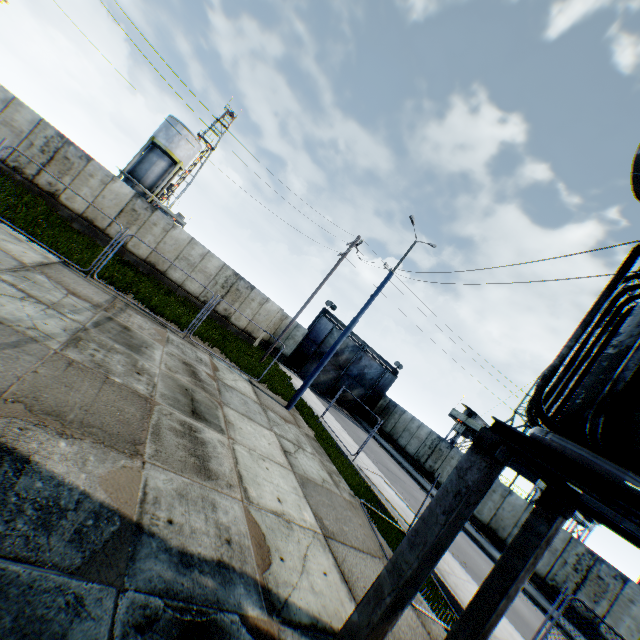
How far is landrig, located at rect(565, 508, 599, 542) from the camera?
29.27m

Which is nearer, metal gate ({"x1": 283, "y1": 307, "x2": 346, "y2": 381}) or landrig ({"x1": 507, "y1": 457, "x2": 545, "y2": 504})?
landrig ({"x1": 507, "y1": 457, "x2": 545, "y2": 504})

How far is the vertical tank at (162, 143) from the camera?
32.5m

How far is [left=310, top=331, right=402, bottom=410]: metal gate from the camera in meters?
29.5 m

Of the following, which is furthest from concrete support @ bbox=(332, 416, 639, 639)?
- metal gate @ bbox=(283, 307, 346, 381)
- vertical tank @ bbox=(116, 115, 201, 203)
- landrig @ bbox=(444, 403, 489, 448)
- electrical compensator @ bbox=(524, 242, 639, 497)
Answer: vertical tank @ bbox=(116, 115, 201, 203)

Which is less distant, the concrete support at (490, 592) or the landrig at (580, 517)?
the concrete support at (490, 592)

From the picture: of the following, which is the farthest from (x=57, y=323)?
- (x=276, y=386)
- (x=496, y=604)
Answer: (x=276, y=386)

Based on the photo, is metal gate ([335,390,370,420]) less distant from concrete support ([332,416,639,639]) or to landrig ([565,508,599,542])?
landrig ([565,508,599,542])
